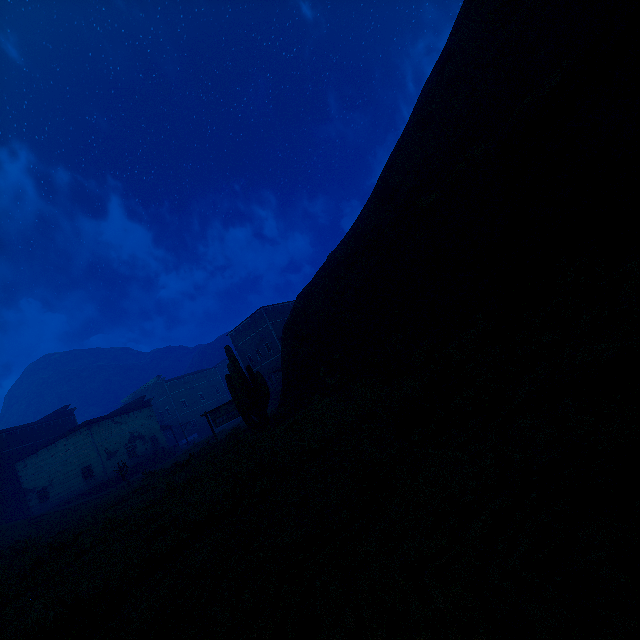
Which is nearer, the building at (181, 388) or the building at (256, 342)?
the building at (181, 388)

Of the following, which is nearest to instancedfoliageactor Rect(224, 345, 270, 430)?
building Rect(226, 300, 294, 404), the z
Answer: the z

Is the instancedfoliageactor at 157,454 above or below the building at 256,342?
below

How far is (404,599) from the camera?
1.8 meters

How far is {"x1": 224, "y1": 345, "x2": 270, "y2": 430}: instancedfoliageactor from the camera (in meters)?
13.66

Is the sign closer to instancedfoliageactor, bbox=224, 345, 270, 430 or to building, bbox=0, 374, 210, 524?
instancedfoliageactor, bbox=224, 345, 270, 430

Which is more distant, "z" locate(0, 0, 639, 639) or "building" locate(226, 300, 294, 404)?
"building" locate(226, 300, 294, 404)

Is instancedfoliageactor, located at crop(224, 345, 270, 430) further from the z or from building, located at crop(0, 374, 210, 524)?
building, located at crop(0, 374, 210, 524)
